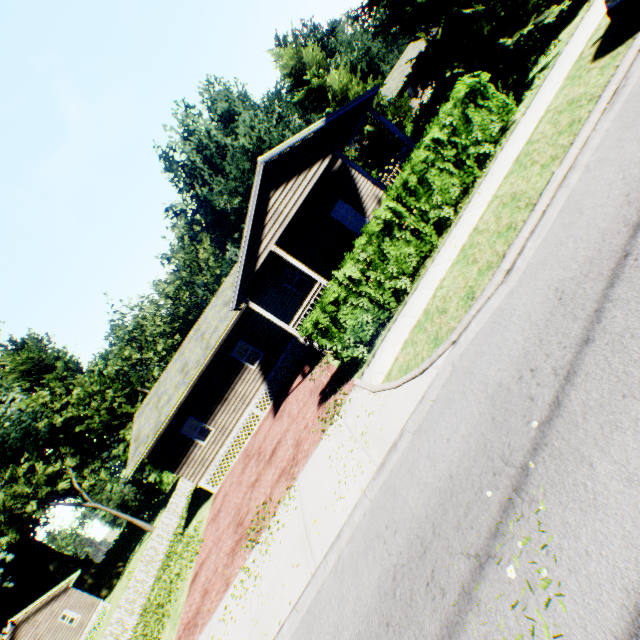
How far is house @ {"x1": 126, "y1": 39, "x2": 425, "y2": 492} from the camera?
13.4m

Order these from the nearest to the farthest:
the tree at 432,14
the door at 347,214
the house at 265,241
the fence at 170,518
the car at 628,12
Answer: the car at 628,12 → the tree at 432,14 → the house at 265,241 → the fence at 170,518 → the door at 347,214

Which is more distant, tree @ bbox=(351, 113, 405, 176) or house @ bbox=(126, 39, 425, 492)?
tree @ bbox=(351, 113, 405, 176)

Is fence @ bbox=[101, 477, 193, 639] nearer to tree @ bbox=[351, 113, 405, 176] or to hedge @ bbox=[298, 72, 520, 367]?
hedge @ bbox=[298, 72, 520, 367]

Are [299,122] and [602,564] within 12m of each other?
no

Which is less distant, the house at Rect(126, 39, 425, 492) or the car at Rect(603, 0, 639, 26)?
the car at Rect(603, 0, 639, 26)

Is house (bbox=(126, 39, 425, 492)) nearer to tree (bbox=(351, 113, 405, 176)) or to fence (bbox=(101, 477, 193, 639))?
tree (bbox=(351, 113, 405, 176))

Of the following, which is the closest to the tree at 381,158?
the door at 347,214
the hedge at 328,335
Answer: the hedge at 328,335
